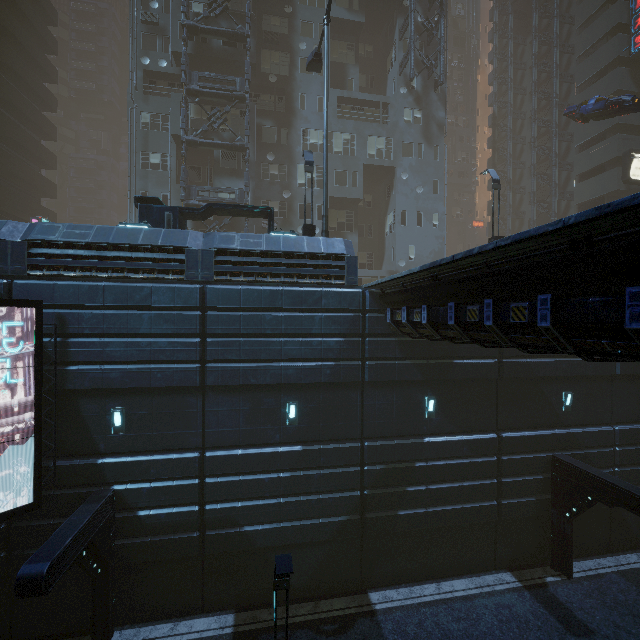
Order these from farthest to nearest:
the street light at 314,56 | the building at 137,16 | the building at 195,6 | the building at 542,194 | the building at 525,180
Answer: the building at 525,180, the building at 542,194, the building at 195,6, the street light at 314,56, the building at 137,16

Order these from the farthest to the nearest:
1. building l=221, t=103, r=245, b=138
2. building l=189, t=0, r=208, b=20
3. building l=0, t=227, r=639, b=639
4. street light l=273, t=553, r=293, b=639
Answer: building l=221, t=103, r=245, b=138 → building l=189, t=0, r=208, b=20 → building l=0, t=227, r=639, b=639 → street light l=273, t=553, r=293, b=639

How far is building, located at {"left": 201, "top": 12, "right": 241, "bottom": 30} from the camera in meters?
23.6

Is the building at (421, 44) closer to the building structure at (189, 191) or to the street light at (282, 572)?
the building structure at (189, 191)

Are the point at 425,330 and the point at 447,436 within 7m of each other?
yes

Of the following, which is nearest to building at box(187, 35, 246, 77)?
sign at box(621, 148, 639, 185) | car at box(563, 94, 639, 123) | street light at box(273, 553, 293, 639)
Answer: sign at box(621, 148, 639, 185)

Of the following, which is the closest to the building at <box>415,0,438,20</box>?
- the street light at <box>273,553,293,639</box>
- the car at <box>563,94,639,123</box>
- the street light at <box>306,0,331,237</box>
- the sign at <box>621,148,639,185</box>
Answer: the sign at <box>621,148,639,185</box>

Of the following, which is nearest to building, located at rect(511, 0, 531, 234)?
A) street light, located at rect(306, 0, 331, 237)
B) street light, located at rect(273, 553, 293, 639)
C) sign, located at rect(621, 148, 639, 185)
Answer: sign, located at rect(621, 148, 639, 185)
